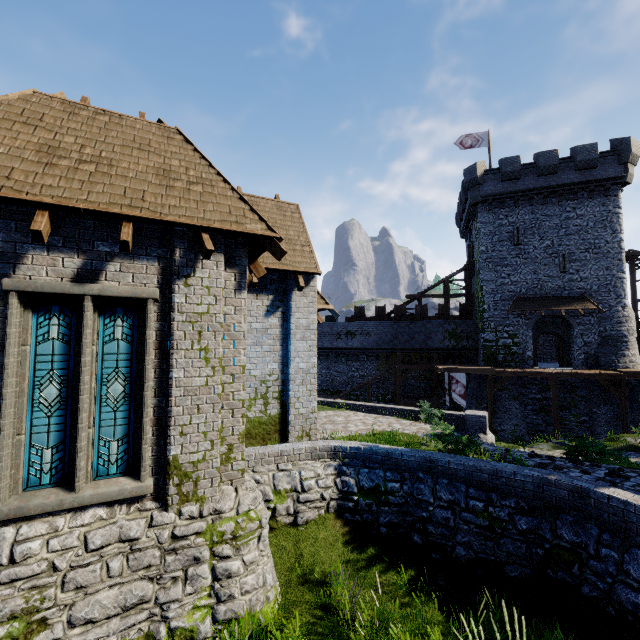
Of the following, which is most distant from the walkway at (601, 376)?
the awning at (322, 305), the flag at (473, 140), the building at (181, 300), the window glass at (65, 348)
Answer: the window glass at (65, 348)

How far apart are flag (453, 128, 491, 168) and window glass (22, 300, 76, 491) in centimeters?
3235cm

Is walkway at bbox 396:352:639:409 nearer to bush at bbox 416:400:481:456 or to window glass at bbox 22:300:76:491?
bush at bbox 416:400:481:456

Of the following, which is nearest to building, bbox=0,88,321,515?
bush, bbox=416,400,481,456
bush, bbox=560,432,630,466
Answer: bush, bbox=416,400,481,456

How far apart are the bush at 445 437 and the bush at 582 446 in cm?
403

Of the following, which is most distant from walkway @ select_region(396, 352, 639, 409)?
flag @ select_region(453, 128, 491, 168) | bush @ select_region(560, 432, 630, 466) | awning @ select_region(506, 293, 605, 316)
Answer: Result: flag @ select_region(453, 128, 491, 168)

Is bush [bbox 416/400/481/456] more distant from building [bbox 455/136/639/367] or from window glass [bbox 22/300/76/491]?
building [bbox 455/136/639/367]

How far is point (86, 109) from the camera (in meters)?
7.40
